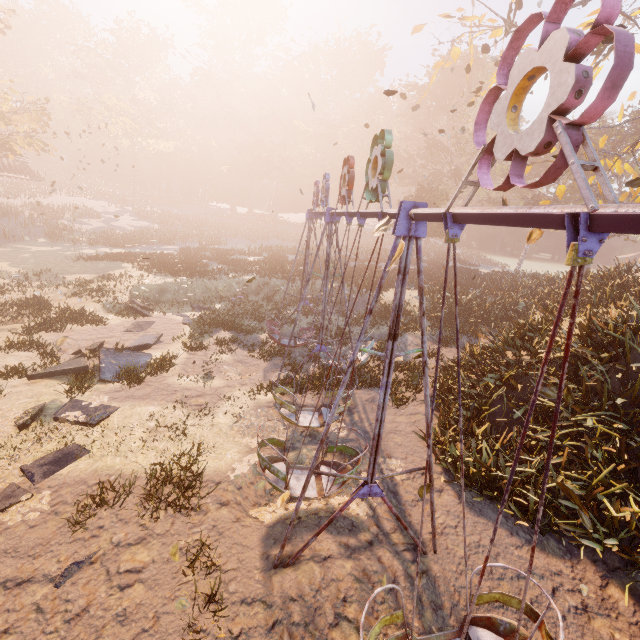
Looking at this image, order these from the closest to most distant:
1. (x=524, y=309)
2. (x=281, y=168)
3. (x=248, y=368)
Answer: (x=248, y=368), (x=524, y=309), (x=281, y=168)

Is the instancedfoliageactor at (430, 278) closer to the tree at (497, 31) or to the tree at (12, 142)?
the tree at (12, 142)

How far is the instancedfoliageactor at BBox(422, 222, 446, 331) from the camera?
19.8m

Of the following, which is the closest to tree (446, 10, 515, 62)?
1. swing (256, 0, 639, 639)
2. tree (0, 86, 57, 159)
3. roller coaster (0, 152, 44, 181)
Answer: swing (256, 0, 639, 639)

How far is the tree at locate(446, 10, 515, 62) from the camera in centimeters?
1312cm

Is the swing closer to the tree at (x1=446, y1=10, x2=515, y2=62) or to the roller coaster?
the tree at (x1=446, y1=10, x2=515, y2=62)

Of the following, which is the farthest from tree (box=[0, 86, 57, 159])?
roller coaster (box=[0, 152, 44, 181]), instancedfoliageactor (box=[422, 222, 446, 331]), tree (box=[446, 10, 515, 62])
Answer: tree (box=[446, 10, 515, 62])

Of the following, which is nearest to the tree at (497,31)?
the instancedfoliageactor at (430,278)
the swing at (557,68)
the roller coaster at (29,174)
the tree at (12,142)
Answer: the swing at (557,68)
